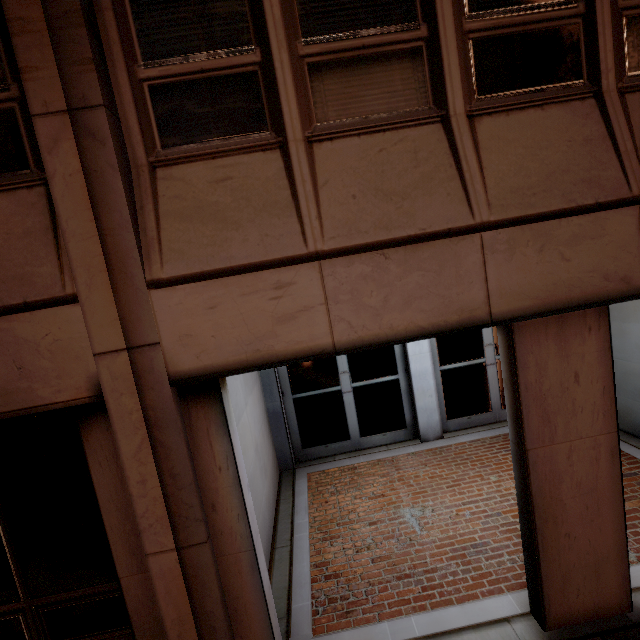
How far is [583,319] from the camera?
2.7 meters
